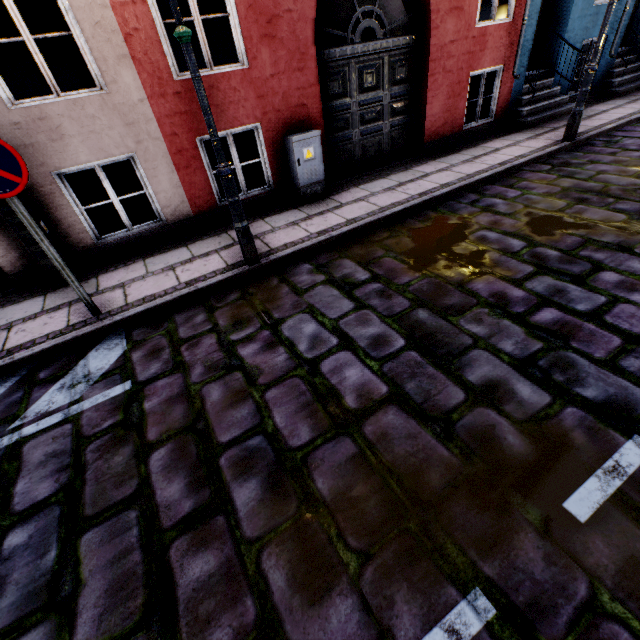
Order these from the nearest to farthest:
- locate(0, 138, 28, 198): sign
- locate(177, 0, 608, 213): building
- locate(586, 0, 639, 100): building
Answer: locate(0, 138, 28, 198): sign, locate(177, 0, 608, 213): building, locate(586, 0, 639, 100): building

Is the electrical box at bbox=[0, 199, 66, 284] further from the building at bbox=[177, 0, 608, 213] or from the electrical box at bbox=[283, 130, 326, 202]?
the electrical box at bbox=[283, 130, 326, 202]

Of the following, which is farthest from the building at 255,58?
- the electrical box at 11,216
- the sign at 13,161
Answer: the sign at 13,161

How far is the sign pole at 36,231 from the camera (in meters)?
3.05

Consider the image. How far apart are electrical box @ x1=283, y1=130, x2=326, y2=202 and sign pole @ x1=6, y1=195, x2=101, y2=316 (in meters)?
3.74

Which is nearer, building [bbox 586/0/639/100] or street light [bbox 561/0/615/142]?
street light [bbox 561/0/615/142]

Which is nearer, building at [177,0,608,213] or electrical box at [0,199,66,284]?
electrical box at [0,199,66,284]

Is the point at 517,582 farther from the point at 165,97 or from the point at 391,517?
the point at 165,97
